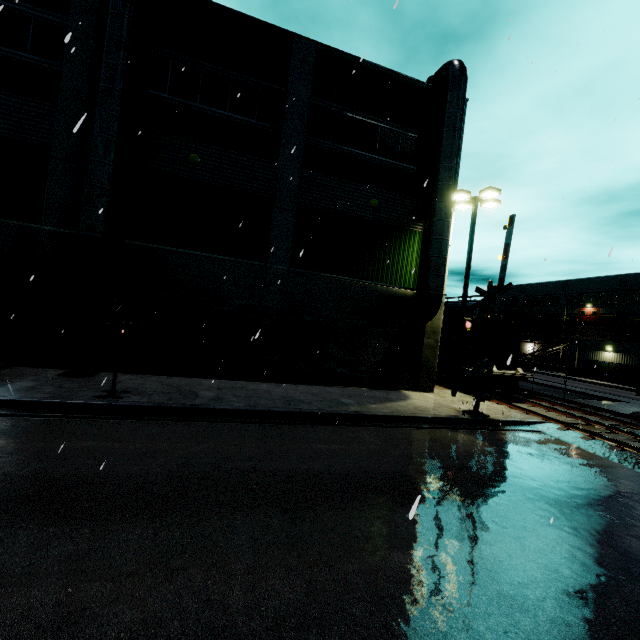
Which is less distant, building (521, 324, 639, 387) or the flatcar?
the flatcar

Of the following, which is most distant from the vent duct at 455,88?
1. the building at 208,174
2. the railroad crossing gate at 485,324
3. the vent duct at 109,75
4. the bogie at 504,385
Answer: the vent duct at 109,75

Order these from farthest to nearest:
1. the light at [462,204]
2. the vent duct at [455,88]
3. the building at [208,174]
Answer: the light at [462,204] → the vent duct at [455,88] → the building at [208,174]

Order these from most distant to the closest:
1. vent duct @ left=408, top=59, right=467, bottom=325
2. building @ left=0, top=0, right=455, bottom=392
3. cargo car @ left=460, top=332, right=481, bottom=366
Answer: cargo car @ left=460, top=332, right=481, bottom=366 < vent duct @ left=408, top=59, right=467, bottom=325 < building @ left=0, top=0, right=455, bottom=392

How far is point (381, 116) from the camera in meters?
15.1 m

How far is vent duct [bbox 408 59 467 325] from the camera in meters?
14.5

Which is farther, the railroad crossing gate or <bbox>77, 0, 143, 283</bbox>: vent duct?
the railroad crossing gate
